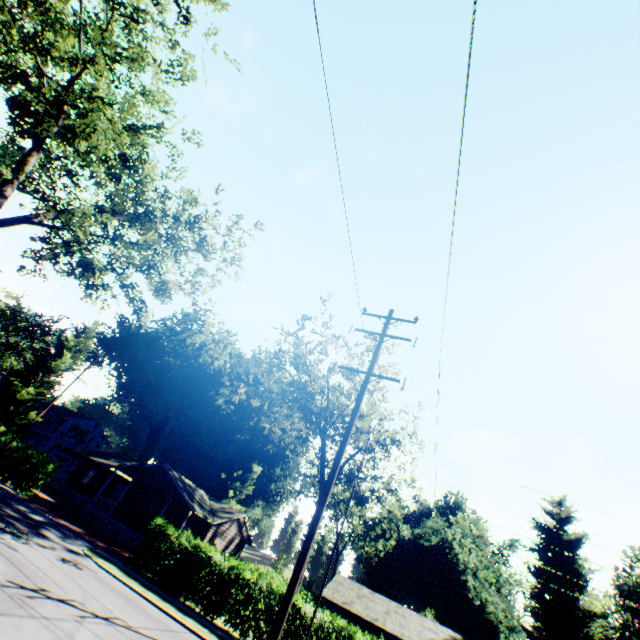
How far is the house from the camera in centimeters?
2995cm

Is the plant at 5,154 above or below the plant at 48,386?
above

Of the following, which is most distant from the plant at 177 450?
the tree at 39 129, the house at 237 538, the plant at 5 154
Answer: the tree at 39 129

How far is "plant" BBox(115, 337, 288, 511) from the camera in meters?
52.8

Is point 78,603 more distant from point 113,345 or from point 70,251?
point 113,345

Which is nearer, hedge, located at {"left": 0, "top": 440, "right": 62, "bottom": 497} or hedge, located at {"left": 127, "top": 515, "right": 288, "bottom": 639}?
hedge, located at {"left": 127, "top": 515, "right": 288, "bottom": 639}

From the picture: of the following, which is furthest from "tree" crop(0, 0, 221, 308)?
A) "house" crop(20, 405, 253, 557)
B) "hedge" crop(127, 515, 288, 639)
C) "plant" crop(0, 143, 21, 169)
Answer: "plant" crop(0, 143, 21, 169)

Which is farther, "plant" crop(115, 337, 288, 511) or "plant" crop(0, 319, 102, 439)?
"plant" crop(115, 337, 288, 511)
